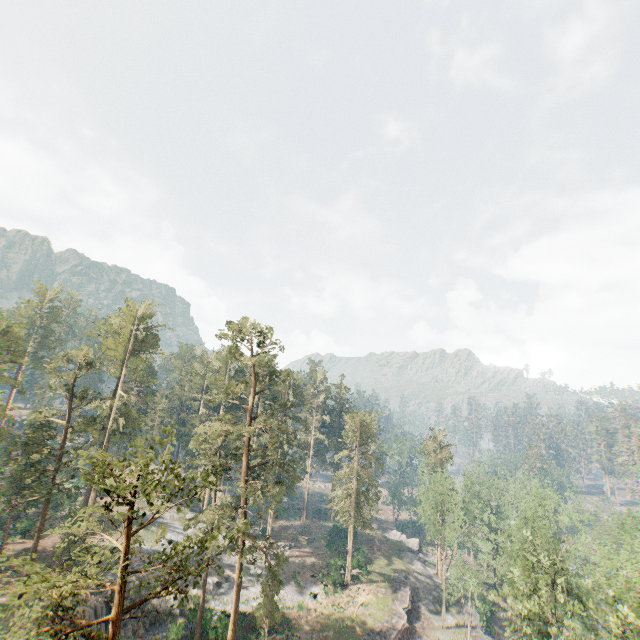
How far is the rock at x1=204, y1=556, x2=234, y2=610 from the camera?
39.6 meters

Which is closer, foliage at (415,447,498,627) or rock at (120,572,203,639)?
rock at (120,572,203,639)

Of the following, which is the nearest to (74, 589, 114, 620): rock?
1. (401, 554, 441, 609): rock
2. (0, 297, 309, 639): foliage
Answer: (0, 297, 309, 639): foliage

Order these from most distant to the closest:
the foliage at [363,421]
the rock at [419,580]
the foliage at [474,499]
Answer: the rock at [419,580] → the foliage at [363,421] → the foliage at [474,499]

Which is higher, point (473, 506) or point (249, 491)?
point (473, 506)

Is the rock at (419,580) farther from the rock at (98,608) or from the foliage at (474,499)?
the rock at (98,608)

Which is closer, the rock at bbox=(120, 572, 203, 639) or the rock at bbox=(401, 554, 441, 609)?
the rock at bbox=(120, 572, 203, 639)
